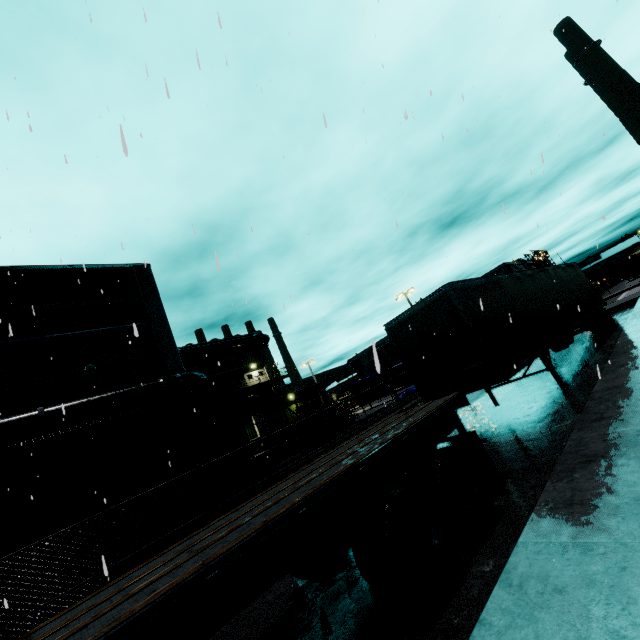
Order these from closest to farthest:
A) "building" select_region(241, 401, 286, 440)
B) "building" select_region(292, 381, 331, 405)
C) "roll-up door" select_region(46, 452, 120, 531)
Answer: "roll-up door" select_region(46, 452, 120, 531), "building" select_region(241, 401, 286, 440), "building" select_region(292, 381, 331, 405)

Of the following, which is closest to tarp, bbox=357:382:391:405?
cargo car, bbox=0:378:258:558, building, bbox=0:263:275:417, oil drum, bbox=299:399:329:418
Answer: building, bbox=0:263:275:417

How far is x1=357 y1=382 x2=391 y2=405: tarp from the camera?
25.23m

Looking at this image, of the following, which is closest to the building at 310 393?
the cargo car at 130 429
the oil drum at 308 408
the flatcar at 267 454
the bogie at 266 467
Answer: the cargo car at 130 429

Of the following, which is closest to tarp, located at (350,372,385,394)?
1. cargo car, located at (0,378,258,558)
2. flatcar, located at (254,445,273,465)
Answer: cargo car, located at (0,378,258,558)

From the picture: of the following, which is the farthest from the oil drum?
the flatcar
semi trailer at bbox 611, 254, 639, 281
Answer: semi trailer at bbox 611, 254, 639, 281

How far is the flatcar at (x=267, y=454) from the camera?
13.8m

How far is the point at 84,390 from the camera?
15.7m
